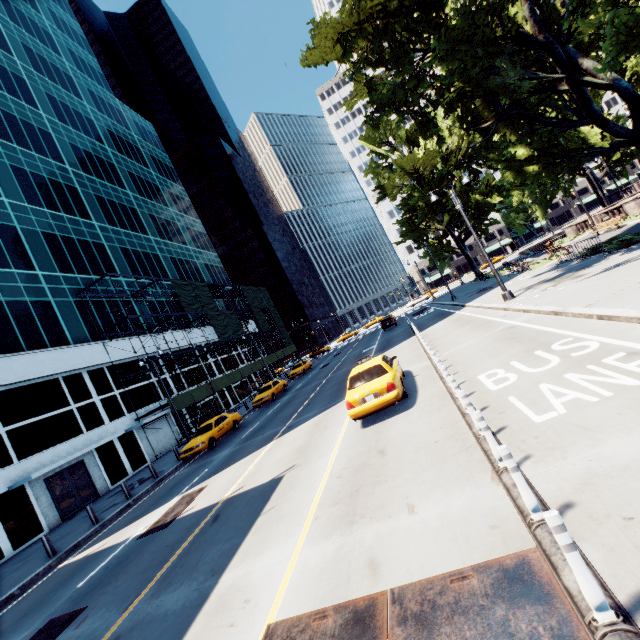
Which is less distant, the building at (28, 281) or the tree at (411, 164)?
the tree at (411, 164)

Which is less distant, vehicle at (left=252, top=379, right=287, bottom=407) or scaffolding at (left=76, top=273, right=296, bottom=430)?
vehicle at (left=252, top=379, right=287, bottom=407)

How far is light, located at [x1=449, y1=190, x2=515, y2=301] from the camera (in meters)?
17.50

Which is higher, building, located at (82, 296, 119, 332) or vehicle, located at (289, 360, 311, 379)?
building, located at (82, 296, 119, 332)

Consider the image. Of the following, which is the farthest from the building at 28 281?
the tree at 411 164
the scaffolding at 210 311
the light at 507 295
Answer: the light at 507 295

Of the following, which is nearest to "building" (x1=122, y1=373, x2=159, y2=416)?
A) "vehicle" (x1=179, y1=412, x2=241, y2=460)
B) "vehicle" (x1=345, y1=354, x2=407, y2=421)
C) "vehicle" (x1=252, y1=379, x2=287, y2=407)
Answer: "vehicle" (x1=179, y1=412, x2=241, y2=460)

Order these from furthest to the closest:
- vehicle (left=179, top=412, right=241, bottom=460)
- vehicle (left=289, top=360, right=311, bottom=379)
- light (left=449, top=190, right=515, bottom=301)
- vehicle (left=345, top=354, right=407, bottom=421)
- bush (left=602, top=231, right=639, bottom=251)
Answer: vehicle (left=289, top=360, right=311, bottom=379) → vehicle (left=179, top=412, right=241, bottom=460) → light (left=449, top=190, right=515, bottom=301) → bush (left=602, top=231, right=639, bottom=251) → vehicle (left=345, top=354, right=407, bottom=421)

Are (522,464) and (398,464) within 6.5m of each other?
yes
